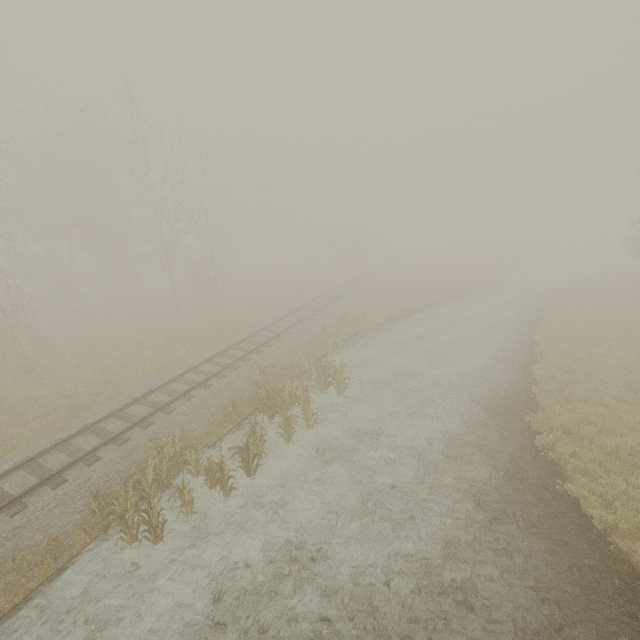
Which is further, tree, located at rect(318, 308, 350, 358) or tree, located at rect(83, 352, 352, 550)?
tree, located at rect(318, 308, 350, 358)

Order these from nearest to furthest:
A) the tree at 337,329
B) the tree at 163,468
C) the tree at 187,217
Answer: the tree at 163,468 → the tree at 337,329 → the tree at 187,217

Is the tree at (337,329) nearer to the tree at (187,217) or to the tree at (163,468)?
the tree at (163,468)

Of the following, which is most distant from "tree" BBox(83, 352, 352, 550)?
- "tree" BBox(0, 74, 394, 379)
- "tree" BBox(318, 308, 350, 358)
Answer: "tree" BBox(0, 74, 394, 379)

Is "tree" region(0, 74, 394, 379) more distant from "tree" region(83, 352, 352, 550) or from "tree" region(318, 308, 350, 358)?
"tree" region(83, 352, 352, 550)

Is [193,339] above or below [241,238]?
below

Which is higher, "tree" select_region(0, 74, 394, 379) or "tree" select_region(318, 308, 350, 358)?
"tree" select_region(0, 74, 394, 379)

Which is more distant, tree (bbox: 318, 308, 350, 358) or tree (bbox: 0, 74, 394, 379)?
tree (bbox: 0, 74, 394, 379)
